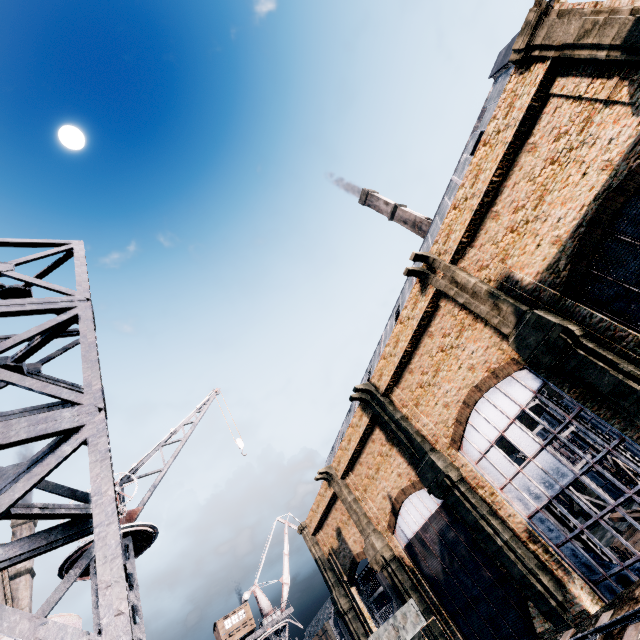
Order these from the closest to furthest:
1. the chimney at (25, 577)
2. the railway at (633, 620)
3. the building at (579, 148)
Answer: the railway at (633, 620), the building at (579, 148), the chimney at (25, 577)

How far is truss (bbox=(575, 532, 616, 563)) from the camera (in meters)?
18.78

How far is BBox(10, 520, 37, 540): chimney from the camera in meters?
Answer: 47.4 m

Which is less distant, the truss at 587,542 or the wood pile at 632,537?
the truss at 587,542

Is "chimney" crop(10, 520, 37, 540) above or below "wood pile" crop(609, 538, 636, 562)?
above

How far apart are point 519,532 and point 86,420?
23.2m

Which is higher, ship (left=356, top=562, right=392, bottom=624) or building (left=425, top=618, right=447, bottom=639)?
ship (left=356, top=562, right=392, bottom=624)
